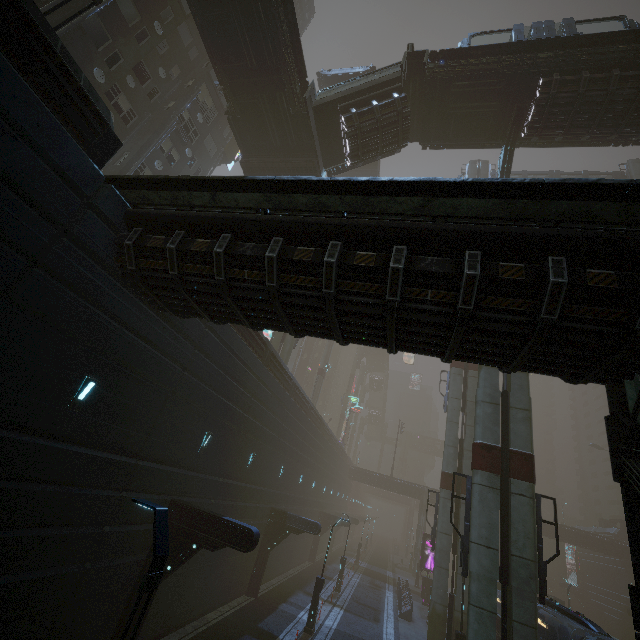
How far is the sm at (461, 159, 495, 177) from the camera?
36.59m

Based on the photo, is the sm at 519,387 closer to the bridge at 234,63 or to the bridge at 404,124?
the bridge at 404,124

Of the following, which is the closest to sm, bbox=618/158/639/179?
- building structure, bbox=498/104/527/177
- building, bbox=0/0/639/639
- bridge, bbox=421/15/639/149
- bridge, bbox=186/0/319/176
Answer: building, bbox=0/0/639/639

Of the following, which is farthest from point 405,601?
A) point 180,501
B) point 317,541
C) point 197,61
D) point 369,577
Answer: point 197,61

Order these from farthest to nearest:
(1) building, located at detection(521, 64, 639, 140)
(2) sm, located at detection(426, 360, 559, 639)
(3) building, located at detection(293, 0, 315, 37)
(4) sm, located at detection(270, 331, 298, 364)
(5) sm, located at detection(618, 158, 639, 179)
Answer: (3) building, located at detection(293, 0, 315, 37) → (5) sm, located at detection(618, 158, 639, 179) → (4) sm, located at detection(270, 331, 298, 364) → (1) building, located at detection(521, 64, 639, 140) → (2) sm, located at detection(426, 360, 559, 639)

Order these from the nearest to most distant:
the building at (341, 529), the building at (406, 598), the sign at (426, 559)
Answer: the building at (406, 598), the sign at (426, 559), the building at (341, 529)

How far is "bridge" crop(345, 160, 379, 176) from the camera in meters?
37.8

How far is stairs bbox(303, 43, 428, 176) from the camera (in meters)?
19.28
